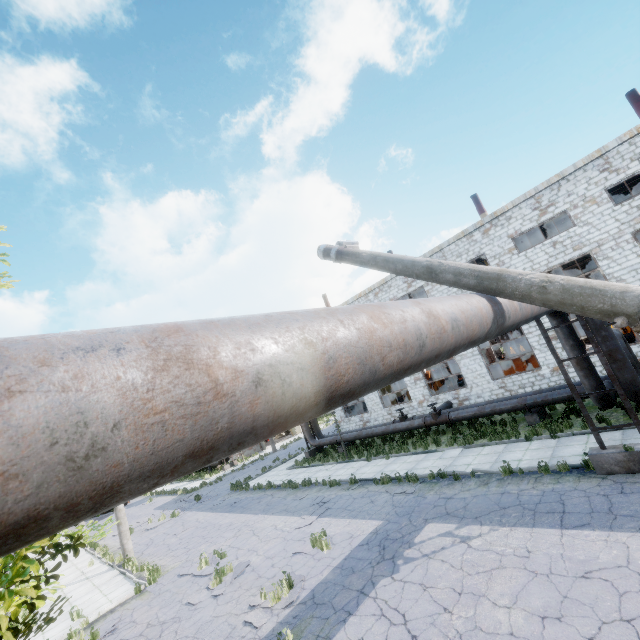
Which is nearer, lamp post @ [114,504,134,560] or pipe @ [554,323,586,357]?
pipe @ [554,323,586,357]

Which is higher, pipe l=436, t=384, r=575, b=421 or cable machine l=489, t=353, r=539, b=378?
cable machine l=489, t=353, r=539, b=378

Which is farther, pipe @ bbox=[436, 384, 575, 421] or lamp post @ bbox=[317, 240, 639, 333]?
pipe @ bbox=[436, 384, 575, 421]

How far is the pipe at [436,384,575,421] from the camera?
14.6m

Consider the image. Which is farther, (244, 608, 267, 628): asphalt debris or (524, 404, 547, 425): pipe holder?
(524, 404, 547, 425): pipe holder

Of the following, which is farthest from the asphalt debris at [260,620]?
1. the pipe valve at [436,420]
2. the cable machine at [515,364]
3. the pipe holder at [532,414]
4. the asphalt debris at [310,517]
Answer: the cable machine at [515,364]

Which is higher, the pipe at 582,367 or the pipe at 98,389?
Answer: the pipe at 98,389

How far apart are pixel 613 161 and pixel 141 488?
22.6 meters
